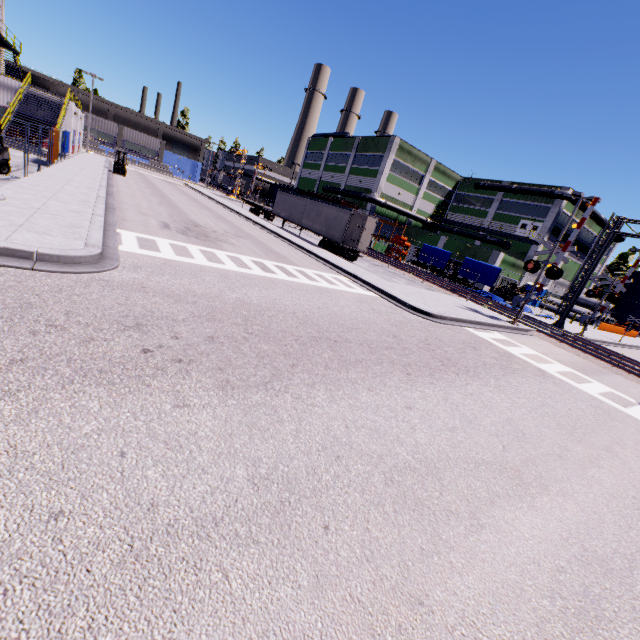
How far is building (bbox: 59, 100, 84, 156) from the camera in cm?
3141

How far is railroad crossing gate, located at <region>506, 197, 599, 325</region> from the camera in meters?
16.9

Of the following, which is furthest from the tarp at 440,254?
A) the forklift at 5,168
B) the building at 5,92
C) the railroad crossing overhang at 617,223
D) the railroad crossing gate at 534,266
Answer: the forklift at 5,168

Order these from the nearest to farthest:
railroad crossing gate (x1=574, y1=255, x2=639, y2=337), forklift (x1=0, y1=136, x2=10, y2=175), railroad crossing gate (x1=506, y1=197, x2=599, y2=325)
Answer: forklift (x1=0, y1=136, x2=10, y2=175) < railroad crossing gate (x1=506, y1=197, x2=599, y2=325) < railroad crossing gate (x1=574, y1=255, x2=639, y2=337)

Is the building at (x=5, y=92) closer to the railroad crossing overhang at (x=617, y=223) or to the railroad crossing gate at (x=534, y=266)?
the railroad crossing overhang at (x=617, y=223)

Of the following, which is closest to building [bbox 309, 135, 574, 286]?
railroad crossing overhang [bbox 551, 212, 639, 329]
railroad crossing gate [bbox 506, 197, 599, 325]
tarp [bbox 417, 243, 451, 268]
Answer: tarp [bbox 417, 243, 451, 268]

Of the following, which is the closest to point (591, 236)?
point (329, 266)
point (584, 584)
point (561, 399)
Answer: point (329, 266)

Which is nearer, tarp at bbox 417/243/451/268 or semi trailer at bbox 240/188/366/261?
semi trailer at bbox 240/188/366/261
